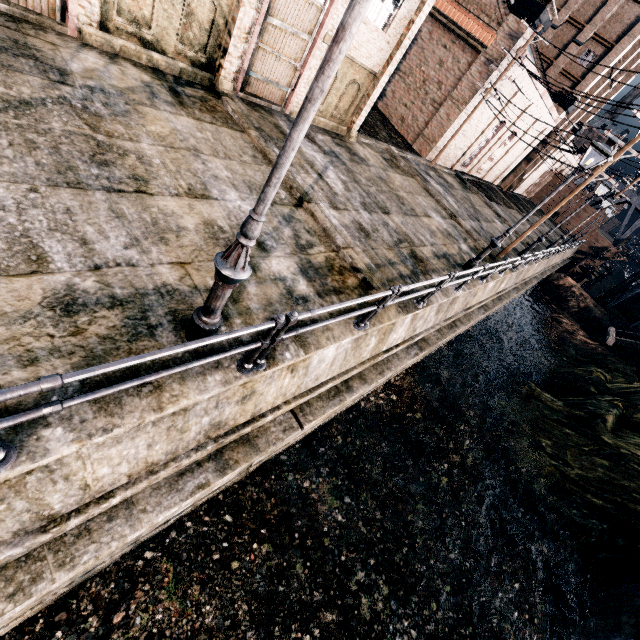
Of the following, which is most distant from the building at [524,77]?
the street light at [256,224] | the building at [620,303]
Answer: the street light at [256,224]

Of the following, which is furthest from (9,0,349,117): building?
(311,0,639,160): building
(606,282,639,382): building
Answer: (606,282,639,382): building

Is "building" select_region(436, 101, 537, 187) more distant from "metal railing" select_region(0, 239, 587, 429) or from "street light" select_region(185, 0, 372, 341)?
"street light" select_region(185, 0, 372, 341)

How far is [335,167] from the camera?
13.0 meters

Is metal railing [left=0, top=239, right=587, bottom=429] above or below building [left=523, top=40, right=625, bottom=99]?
below

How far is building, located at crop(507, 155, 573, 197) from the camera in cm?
4262

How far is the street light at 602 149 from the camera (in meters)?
9.96

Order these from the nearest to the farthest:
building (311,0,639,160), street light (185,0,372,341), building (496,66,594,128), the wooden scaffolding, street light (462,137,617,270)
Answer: street light (185,0,372,341), street light (462,137,617,270), building (311,0,639,160), building (496,66,594,128), the wooden scaffolding
